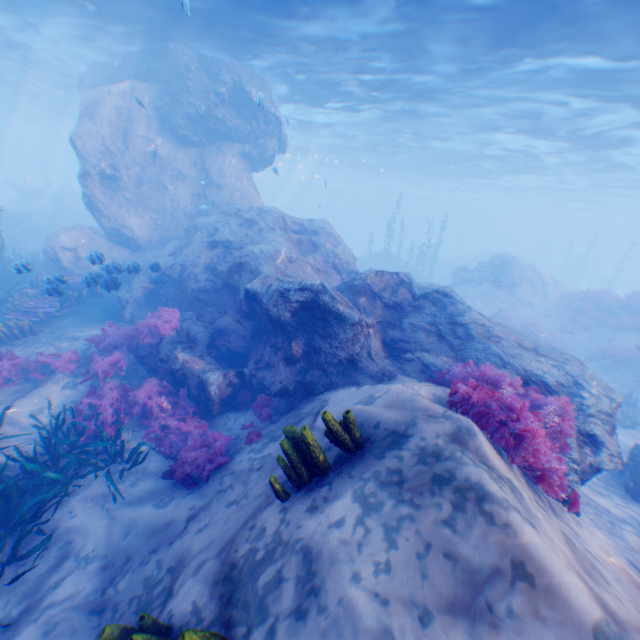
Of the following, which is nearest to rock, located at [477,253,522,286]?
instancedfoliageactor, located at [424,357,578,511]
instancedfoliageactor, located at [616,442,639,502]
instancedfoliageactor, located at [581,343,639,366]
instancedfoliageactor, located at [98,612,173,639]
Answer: instancedfoliageactor, located at [424,357,578,511]

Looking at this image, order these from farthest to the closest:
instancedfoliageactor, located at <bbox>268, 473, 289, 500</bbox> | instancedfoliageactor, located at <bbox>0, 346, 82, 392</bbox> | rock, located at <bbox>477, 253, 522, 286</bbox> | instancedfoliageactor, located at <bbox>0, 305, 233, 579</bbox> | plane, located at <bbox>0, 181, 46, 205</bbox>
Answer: plane, located at <bbox>0, 181, 46, 205</bbox> < rock, located at <bbox>477, 253, 522, 286</bbox> < instancedfoliageactor, located at <bbox>0, 346, 82, 392</bbox> < instancedfoliageactor, located at <bbox>0, 305, 233, 579</bbox> < instancedfoliageactor, located at <bbox>268, 473, 289, 500</bbox>

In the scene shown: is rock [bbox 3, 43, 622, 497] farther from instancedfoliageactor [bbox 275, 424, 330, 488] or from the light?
instancedfoliageactor [bbox 275, 424, 330, 488]

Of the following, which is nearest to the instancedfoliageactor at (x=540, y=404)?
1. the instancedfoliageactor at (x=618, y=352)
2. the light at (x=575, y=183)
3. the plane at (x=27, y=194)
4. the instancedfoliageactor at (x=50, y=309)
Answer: the instancedfoliageactor at (x=50, y=309)

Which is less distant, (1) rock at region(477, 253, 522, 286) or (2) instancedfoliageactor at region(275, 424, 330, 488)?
(2) instancedfoliageactor at region(275, 424, 330, 488)

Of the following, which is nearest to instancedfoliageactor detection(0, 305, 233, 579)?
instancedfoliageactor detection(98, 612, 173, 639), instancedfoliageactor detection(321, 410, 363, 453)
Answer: instancedfoliageactor detection(98, 612, 173, 639)

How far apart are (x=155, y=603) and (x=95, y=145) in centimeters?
1835cm

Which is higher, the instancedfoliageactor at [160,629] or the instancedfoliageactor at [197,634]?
the instancedfoliageactor at [197,634]
